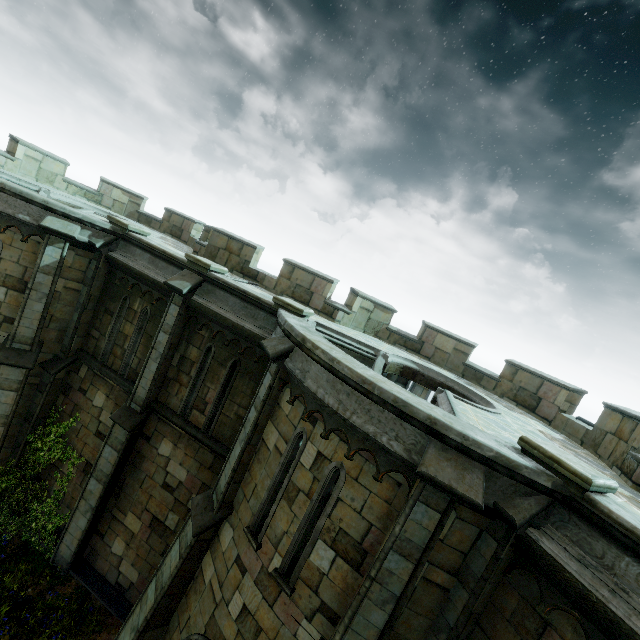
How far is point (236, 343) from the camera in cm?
945

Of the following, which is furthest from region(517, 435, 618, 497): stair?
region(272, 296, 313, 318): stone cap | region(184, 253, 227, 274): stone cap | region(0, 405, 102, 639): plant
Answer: region(0, 405, 102, 639): plant

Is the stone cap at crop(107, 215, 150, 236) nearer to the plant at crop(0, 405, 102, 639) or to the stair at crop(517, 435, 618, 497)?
the plant at crop(0, 405, 102, 639)

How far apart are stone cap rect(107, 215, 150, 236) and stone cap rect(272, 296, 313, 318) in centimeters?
561cm

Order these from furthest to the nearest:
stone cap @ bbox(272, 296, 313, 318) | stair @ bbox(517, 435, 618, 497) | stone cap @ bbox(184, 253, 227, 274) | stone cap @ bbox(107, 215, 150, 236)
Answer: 1. stone cap @ bbox(107, 215, 150, 236)
2. stone cap @ bbox(184, 253, 227, 274)
3. stone cap @ bbox(272, 296, 313, 318)
4. stair @ bbox(517, 435, 618, 497)

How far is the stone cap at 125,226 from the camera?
10.33m

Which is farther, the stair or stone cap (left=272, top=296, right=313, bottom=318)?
stone cap (left=272, top=296, right=313, bottom=318)

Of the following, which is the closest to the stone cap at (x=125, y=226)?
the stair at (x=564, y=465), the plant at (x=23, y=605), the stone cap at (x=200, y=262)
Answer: the stone cap at (x=200, y=262)
